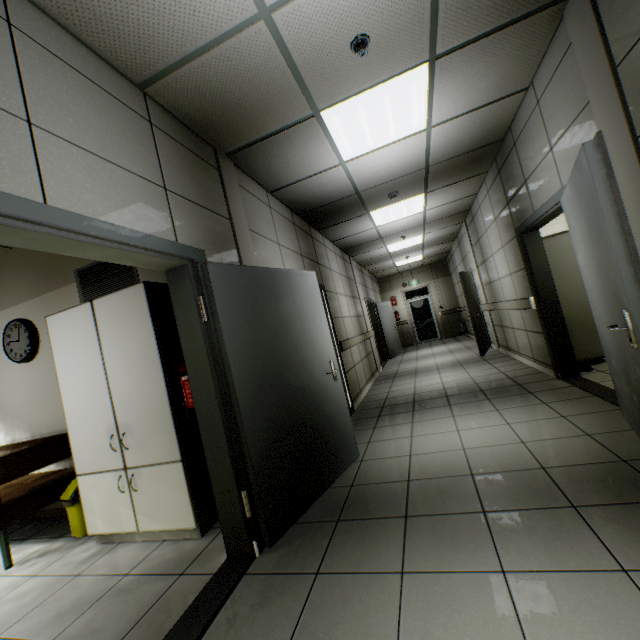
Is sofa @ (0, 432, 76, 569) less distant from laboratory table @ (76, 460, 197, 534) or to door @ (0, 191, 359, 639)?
laboratory table @ (76, 460, 197, 534)

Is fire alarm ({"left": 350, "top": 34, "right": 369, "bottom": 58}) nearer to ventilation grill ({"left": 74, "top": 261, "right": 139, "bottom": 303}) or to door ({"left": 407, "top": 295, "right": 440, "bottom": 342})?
ventilation grill ({"left": 74, "top": 261, "right": 139, "bottom": 303})

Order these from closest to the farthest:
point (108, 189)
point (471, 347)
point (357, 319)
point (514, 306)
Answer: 1. point (108, 189)
2. point (514, 306)
3. point (357, 319)
4. point (471, 347)

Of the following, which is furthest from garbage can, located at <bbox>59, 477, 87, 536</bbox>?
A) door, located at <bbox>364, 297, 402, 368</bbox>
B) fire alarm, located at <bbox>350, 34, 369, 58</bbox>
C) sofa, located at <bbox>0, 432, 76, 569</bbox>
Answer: door, located at <bbox>364, 297, 402, 368</bbox>

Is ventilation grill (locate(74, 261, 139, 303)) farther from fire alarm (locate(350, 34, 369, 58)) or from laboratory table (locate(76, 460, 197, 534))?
fire alarm (locate(350, 34, 369, 58))

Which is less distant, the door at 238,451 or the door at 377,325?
the door at 238,451

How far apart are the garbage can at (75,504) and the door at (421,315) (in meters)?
12.92

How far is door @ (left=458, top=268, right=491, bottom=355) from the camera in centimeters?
746cm
